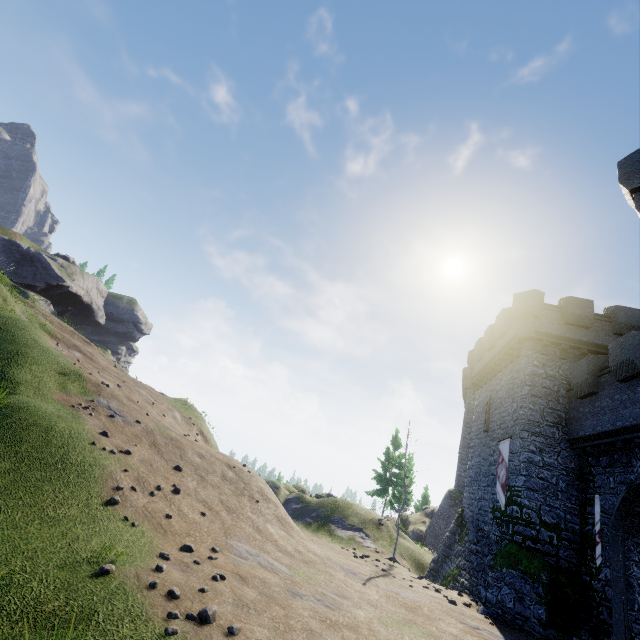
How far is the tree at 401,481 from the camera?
21.64m

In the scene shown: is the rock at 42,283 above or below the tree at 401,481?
above

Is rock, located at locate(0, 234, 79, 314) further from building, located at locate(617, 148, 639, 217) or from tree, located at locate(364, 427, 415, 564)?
building, located at locate(617, 148, 639, 217)

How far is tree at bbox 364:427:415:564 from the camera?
21.64m

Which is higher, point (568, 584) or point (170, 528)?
point (568, 584)

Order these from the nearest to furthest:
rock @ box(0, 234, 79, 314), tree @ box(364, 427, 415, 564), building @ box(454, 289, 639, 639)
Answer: building @ box(454, 289, 639, 639) → tree @ box(364, 427, 415, 564) → rock @ box(0, 234, 79, 314)

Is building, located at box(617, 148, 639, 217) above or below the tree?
above

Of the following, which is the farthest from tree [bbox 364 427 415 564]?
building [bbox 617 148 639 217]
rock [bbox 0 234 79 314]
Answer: rock [bbox 0 234 79 314]
